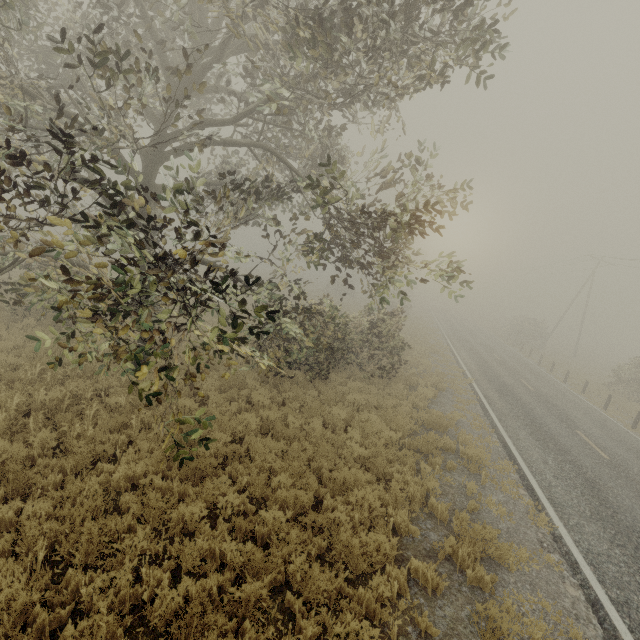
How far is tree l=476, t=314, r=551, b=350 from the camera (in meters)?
37.34

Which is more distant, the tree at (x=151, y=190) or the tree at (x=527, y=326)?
the tree at (x=527, y=326)

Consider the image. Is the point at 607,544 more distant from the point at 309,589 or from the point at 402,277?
the point at 402,277

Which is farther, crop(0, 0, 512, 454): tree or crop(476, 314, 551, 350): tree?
crop(476, 314, 551, 350): tree

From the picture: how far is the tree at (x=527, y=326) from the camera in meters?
37.3
